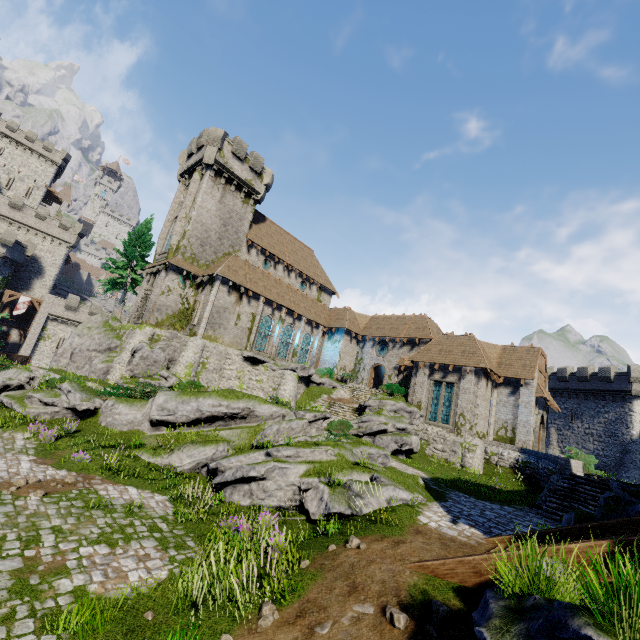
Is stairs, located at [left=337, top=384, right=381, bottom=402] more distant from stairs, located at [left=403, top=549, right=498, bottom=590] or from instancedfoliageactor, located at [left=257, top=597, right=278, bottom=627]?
instancedfoliageactor, located at [left=257, top=597, right=278, bottom=627]

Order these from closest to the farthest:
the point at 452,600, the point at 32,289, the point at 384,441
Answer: the point at 452,600
the point at 384,441
the point at 32,289

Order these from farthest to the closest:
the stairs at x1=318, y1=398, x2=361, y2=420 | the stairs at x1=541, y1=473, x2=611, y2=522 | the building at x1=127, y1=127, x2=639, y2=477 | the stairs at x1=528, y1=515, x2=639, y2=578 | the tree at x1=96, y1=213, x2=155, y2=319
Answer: the tree at x1=96, y1=213, x2=155, y2=319, the building at x1=127, y1=127, x2=639, y2=477, the stairs at x1=318, y1=398, x2=361, y2=420, the stairs at x1=541, y1=473, x2=611, y2=522, the stairs at x1=528, y1=515, x2=639, y2=578

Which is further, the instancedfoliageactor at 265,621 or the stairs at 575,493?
the stairs at 575,493

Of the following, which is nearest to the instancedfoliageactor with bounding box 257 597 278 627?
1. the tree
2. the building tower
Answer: the tree

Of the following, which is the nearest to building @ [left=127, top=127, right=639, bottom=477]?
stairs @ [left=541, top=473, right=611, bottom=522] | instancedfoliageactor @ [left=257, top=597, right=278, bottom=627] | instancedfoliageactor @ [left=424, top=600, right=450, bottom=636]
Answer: stairs @ [left=541, top=473, right=611, bottom=522]

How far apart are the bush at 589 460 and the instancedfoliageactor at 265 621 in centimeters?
2128cm

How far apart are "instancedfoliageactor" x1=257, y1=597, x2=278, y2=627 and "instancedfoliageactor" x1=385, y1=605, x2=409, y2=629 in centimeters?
201cm
